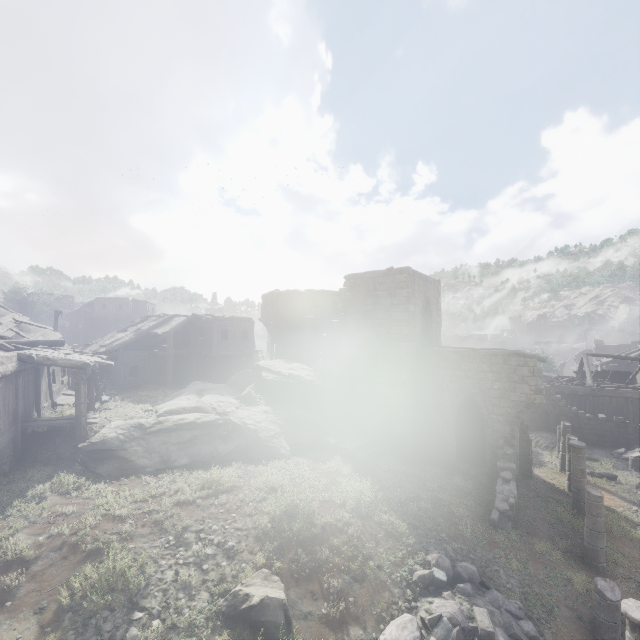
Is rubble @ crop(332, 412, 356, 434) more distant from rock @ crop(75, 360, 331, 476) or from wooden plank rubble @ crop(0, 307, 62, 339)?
wooden plank rubble @ crop(0, 307, 62, 339)

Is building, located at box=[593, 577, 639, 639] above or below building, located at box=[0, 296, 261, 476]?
below

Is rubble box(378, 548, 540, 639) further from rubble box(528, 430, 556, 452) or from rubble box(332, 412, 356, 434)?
rubble box(528, 430, 556, 452)

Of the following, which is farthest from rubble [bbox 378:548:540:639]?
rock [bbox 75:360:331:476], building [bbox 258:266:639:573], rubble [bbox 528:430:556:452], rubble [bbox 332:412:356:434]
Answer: rubble [bbox 528:430:556:452]

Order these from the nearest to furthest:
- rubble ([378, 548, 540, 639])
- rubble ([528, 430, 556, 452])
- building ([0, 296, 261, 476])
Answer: rubble ([378, 548, 540, 639]), building ([0, 296, 261, 476]), rubble ([528, 430, 556, 452])

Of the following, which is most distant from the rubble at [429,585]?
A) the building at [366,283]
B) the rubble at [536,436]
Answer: the rubble at [536,436]

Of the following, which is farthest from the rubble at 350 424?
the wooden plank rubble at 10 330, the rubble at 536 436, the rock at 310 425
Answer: the wooden plank rubble at 10 330

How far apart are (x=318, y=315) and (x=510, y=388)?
20.8 meters
